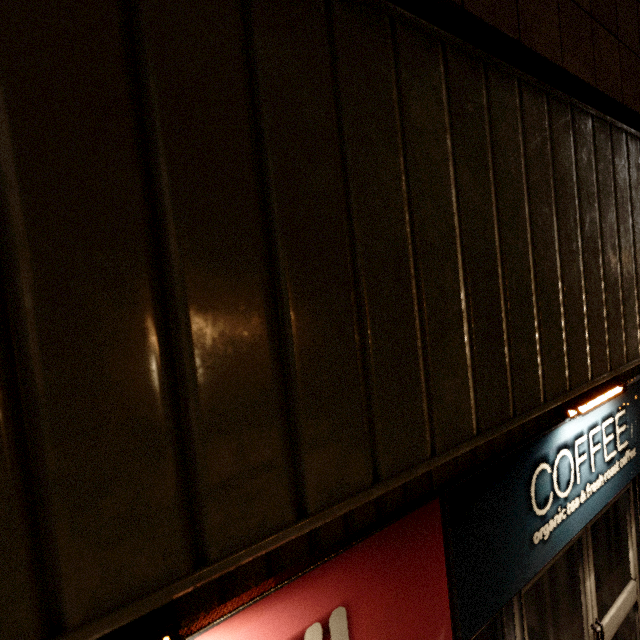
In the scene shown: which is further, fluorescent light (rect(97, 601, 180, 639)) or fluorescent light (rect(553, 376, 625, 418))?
fluorescent light (rect(553, 376, 625, 418))

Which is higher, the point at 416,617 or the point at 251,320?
the point at 251,320

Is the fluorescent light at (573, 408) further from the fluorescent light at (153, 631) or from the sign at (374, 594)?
the fluorescent light at (153, 631)

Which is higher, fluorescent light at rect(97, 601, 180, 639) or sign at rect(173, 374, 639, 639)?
fluorescent light at rect(97, 601, 180, 639)

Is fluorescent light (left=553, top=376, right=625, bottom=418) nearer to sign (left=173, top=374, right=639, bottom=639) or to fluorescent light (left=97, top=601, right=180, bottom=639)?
sign (left=173, top=374, right=639, bottom=639)

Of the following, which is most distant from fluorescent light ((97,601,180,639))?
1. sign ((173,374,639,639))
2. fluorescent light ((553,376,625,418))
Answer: fluorescent light ((553,376,625,418))

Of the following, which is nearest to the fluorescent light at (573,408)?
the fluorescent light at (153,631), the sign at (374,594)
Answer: the sign at (374,594)
